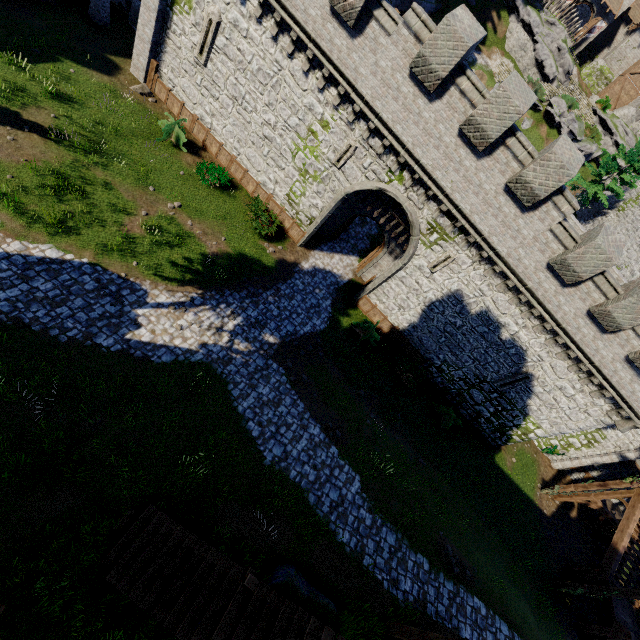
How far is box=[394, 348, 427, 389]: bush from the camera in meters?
19.2 m

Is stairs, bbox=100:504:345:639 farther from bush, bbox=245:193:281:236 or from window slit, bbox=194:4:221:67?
window slit, bbox=194:4:221:67

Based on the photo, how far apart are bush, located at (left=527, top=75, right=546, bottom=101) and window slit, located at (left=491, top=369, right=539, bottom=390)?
34.64m

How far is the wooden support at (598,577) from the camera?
18.7 meters

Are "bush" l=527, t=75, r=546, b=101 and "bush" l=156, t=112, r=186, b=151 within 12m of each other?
no

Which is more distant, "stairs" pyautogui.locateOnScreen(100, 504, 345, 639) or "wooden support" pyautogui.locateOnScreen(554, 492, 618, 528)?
"wooden support" pyautogui.locateOnScreen(554, 492, 618, 528)

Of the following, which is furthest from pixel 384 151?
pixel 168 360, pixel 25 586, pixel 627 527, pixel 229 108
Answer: pixel 627 527

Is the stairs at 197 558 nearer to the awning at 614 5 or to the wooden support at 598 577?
the wooden support at 598 577
